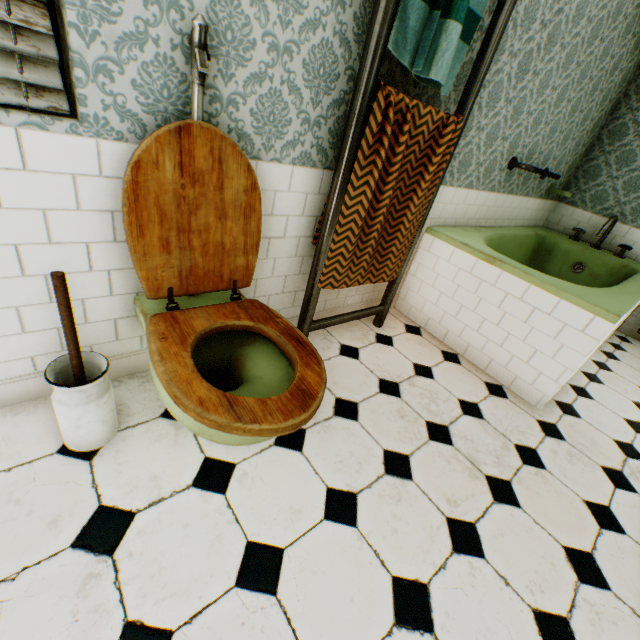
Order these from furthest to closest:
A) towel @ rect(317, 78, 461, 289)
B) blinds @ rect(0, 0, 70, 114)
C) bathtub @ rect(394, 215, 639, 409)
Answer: bathtub @ rect(394, 215, 639, 409) < towel @ rect(317, 78, 461, 289) < blinds @ rect(0, 0, 70, 114)

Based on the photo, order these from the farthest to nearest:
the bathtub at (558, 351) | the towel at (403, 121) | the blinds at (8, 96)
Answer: the bathtub at (558, 351)
the towel at (403, 121)
the blinds at (8, 96)

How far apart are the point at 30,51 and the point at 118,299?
0.9 meters

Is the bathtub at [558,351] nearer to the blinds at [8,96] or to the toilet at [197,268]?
the toilet at [197,268]

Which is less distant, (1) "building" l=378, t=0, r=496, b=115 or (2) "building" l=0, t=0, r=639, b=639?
(2) "building" l=0, t=0, r=639, b=639

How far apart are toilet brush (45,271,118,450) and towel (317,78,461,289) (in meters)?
1.17

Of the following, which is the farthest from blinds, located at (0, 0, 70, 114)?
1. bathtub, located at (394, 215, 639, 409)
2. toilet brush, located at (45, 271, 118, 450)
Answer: bathtub, located at (394, 215, 639, 409)

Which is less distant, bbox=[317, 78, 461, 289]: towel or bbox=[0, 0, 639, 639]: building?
bbox=[0, 0, 639, 639]: building
